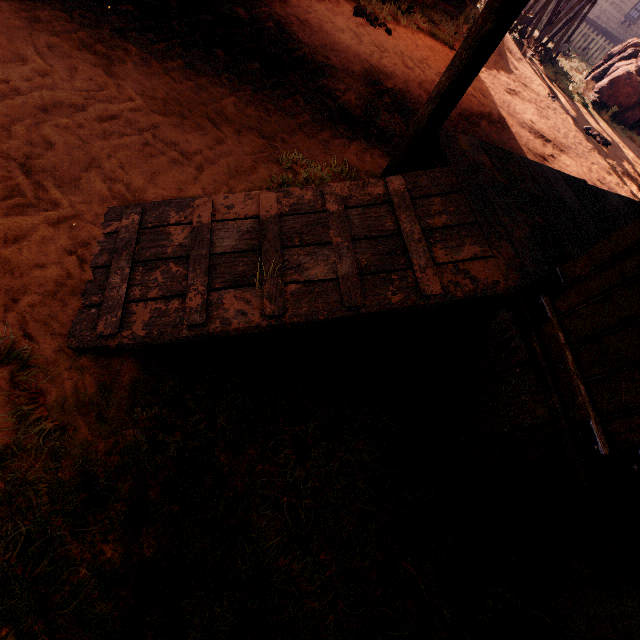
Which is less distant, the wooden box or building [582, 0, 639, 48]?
the wooden box

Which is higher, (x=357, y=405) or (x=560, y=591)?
(x=560, y=591)

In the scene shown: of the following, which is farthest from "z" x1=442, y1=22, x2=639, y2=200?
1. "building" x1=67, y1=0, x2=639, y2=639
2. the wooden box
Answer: the wooden box

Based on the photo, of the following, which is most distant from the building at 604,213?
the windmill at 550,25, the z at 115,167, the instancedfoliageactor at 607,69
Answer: the instancedfoliageactor at 607,69

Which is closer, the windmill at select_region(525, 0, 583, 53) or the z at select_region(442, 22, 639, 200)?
the z at select_region(442, 22, 639, 200)

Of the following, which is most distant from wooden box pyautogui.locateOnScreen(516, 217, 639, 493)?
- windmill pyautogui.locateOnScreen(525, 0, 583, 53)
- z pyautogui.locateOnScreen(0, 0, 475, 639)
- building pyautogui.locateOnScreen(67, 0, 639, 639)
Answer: windmill pyautogui.locateOnScreen(525, 0, 583, 53)

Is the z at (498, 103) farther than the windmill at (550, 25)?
No

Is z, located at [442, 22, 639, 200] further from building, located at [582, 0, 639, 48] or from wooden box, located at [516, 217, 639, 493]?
wooden box, located at [516, 217, 639, 493]
